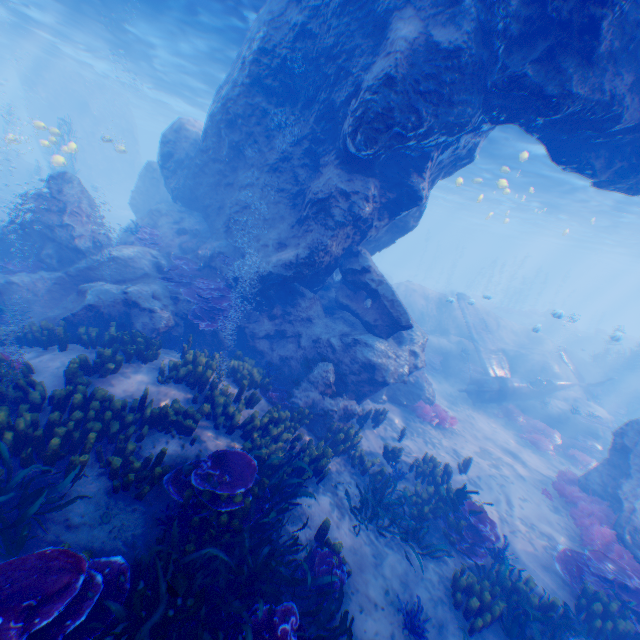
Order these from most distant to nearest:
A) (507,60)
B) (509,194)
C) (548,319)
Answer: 1. (548,319)
2. (509,194)
3. (507,60)

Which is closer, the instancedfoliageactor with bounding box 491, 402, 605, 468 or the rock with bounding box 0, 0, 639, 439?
the rock with bounding box 0, 0, 639, 439

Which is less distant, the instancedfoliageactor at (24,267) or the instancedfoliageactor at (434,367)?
the instancedfoliageactor at (24,267)

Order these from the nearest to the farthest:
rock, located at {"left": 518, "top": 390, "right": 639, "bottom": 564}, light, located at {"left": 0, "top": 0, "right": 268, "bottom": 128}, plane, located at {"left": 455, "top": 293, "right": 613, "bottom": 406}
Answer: rock, located at {"left": 518, "top": 390, "right": 639, "bottom": 564} < light, located at {"left": 0, "top": 0, "right": 268, "bottom": 128} < plane, located at {"left": 455, "top": 293, "right": 613, "bottom": 406}

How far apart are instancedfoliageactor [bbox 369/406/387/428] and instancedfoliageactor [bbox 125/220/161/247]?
10.40m

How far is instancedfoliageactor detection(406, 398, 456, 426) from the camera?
12.5m

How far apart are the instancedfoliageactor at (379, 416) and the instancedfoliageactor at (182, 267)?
5.6 meters

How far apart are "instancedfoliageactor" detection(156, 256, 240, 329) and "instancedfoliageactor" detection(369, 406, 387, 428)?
5.6m
